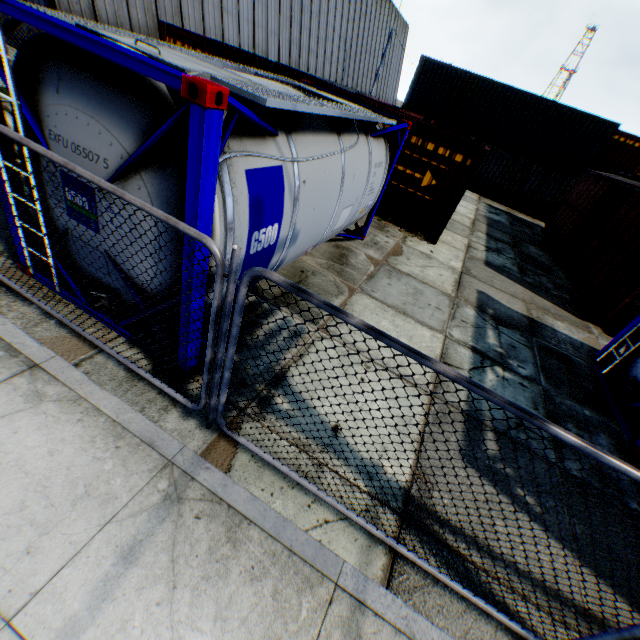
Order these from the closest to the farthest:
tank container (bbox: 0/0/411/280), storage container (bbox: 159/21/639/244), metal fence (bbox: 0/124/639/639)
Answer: metal fence (bbox: 0/124/639/639), tank container (bbox: 0/0/411/280), storage container (bbox: 159/21/639/244)

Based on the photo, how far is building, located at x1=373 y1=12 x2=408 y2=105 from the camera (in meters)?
39.72

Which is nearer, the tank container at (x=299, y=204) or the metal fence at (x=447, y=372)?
the metal fence at (x=447, y=372)

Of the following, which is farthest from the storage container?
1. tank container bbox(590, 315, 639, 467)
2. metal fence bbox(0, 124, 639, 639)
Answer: tank container bbox(590, 315, 639, 467)

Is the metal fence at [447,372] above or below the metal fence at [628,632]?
above

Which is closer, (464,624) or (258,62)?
(464,624)

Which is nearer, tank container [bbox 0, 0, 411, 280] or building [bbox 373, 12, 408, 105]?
tank container [bbox 0, 0, 411, 280]

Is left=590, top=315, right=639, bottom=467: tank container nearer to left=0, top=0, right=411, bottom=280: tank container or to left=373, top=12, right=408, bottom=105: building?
left=0, top=0, right=411, bottom=280: tank container
